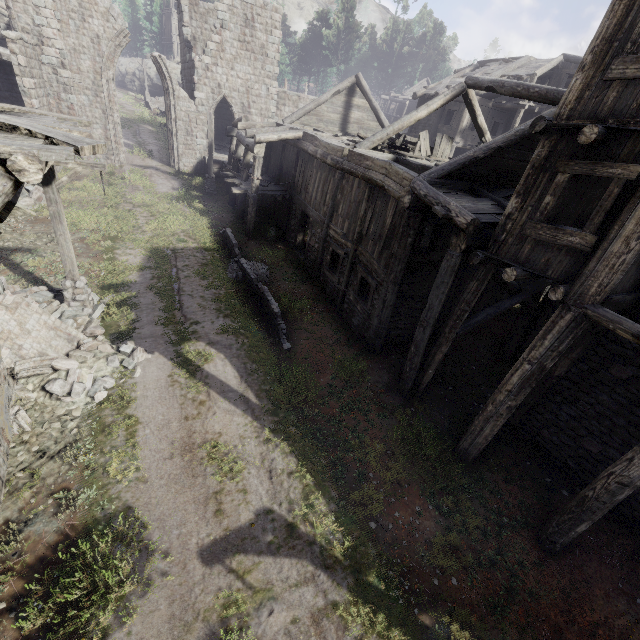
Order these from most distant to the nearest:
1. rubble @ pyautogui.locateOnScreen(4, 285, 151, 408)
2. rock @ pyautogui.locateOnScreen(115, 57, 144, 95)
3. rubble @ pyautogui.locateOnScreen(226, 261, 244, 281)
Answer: rock @ pyautogui.locateOnScreen(115, 57, 144, 95)
rubble @ pyautogui.locateOnScreen(226, 261, 244, 281)
rubble @ pyautogui.locateOnScreen(4, 285, 151, 408)

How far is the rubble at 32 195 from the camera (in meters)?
15.32

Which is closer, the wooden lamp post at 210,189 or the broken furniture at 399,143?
the broken furniture at 399,143

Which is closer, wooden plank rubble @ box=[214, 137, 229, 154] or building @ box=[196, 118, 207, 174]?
building @ box=[196, 118, 207, 174]

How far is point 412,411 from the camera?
9.9m

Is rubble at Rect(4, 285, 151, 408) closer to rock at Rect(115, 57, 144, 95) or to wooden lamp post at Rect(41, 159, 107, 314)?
wooden lamp post at Rect(41, 159, 107, 314)

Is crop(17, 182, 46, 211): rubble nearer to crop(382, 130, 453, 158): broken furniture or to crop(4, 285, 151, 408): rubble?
crop(4, 285, 151, 408): rubble

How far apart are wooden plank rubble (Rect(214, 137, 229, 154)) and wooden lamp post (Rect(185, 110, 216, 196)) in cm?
540
